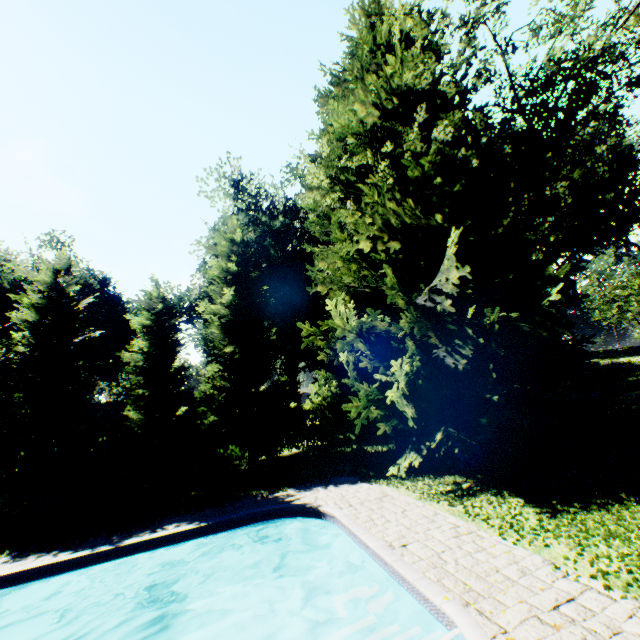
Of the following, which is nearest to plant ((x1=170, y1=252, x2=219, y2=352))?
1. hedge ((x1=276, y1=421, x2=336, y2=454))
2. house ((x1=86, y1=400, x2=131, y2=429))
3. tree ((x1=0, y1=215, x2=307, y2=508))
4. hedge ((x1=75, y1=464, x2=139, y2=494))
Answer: tree ((x1=0, y1=215, x2=307, y2=508))

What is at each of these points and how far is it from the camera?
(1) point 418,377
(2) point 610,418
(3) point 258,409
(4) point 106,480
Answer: (1) plant, 14.0 meters
(2) hedge, 14.8 meters
(3) tree, 19.8 meters
(4) hedge, 18.8 meters

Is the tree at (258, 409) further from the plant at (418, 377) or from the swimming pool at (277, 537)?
the swimming pool at (277, 537)

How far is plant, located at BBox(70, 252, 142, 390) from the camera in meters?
35.3 m

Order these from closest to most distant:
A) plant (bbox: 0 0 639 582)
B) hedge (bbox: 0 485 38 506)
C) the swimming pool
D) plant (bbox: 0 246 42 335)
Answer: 1. the swimming pool
2. plant (bbox: 0 0 639 582)
3. hedge (bbox: 0 485 38 506)
4. plant (bbox: 0 246 42 335)

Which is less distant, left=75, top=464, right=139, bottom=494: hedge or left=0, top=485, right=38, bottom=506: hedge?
left=0, top=485, right=38, bottom=506: hedge

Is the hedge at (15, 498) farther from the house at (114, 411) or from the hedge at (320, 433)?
the house at (114, 411)

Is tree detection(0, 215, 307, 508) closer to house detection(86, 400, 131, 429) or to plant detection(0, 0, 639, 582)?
plant detection(0, 0, 639, 582)
